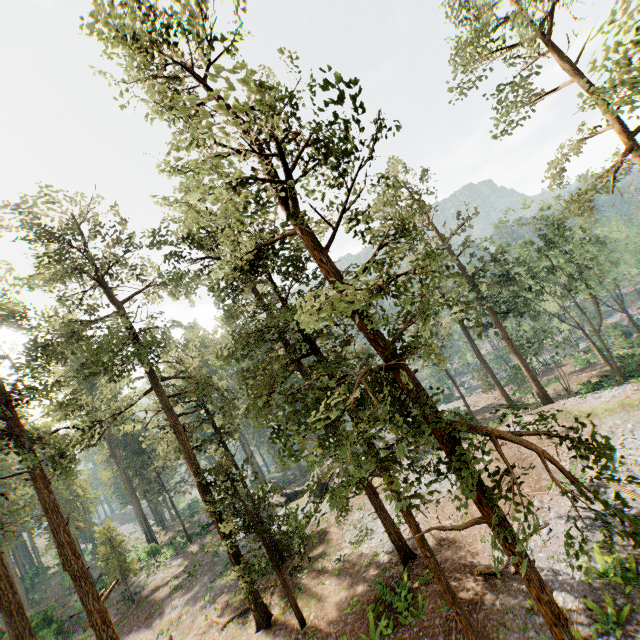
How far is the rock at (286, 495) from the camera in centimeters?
3520cm

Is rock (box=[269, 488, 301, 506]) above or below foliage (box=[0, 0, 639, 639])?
below

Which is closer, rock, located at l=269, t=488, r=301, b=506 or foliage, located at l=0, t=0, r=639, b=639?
foliage, located at l=0, t=0, r=639, b=639

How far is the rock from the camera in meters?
35.2

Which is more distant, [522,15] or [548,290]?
[548,290]

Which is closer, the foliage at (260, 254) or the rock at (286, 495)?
the foliage at (260, 254)
